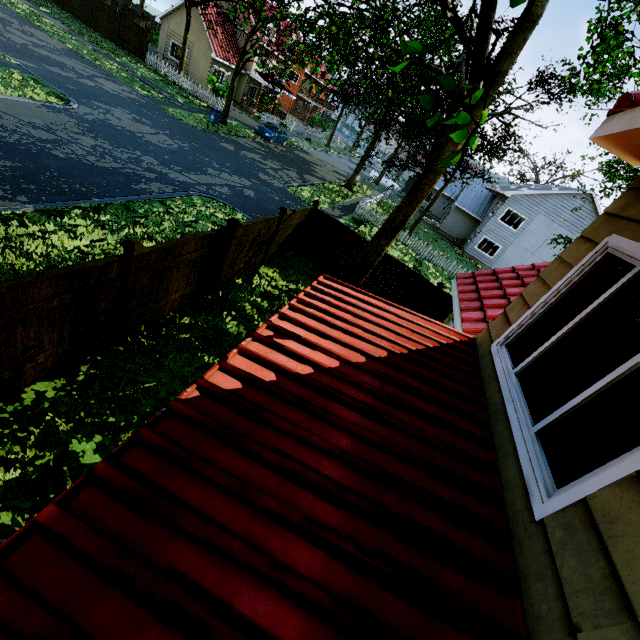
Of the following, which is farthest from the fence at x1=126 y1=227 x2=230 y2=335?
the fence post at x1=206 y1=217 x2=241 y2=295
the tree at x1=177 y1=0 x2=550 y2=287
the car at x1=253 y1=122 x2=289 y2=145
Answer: the car at x1=253 y1=122 x2=289 y2=145

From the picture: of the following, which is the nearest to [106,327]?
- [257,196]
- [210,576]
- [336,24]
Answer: [210,576]

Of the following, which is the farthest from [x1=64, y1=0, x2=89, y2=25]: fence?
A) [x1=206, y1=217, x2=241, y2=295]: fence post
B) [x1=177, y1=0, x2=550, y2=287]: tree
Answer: [x1=177, y1=0, x2=550, y2=287]: tree

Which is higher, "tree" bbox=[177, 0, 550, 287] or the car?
"tree" bbox=[177, 0, 550, 287]

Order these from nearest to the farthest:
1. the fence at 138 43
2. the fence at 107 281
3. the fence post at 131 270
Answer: the fence at 107 281, the fence post at 131 270, the fence at 138 43

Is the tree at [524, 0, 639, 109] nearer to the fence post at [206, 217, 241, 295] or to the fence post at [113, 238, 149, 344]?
the fence post at [206, 217, 241, 295]

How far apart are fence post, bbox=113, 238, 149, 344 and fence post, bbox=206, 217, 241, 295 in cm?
250

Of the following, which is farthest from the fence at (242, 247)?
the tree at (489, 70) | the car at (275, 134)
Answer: the car at (275, 134)
